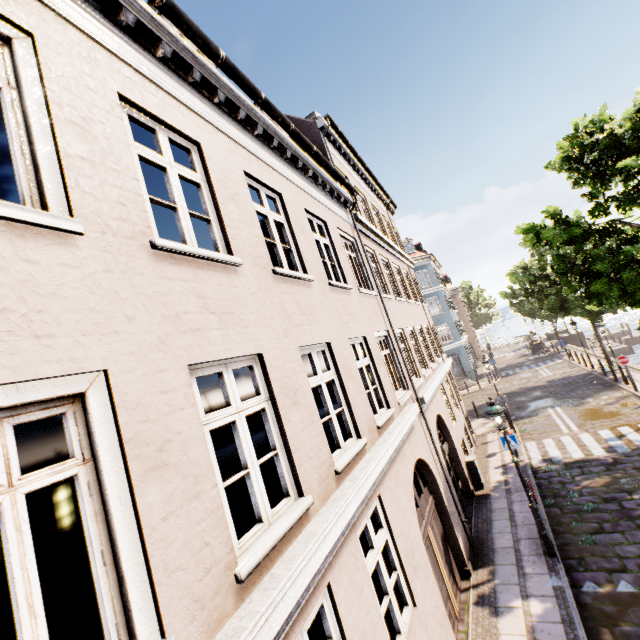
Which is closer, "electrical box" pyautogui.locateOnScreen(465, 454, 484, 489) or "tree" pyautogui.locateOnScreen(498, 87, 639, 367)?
"tree" pyautogui.locateOnScreen(498, 87, 639, 367)

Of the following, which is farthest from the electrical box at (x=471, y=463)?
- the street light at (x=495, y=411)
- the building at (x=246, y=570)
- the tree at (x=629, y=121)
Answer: the building at (x=246, y=570)

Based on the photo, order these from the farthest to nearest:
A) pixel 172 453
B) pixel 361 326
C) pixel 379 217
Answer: pixel 379 217
pixel 361 326
pixel 172 453

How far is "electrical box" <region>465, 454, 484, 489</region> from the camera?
12.07m

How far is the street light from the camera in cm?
791

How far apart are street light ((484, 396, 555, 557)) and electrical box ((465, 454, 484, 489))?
4.01m

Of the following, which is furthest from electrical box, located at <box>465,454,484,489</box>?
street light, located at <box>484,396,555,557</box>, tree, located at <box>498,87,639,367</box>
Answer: tree, located at <box>498,87,639,367</box>

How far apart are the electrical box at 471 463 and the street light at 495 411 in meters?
4.0 m
